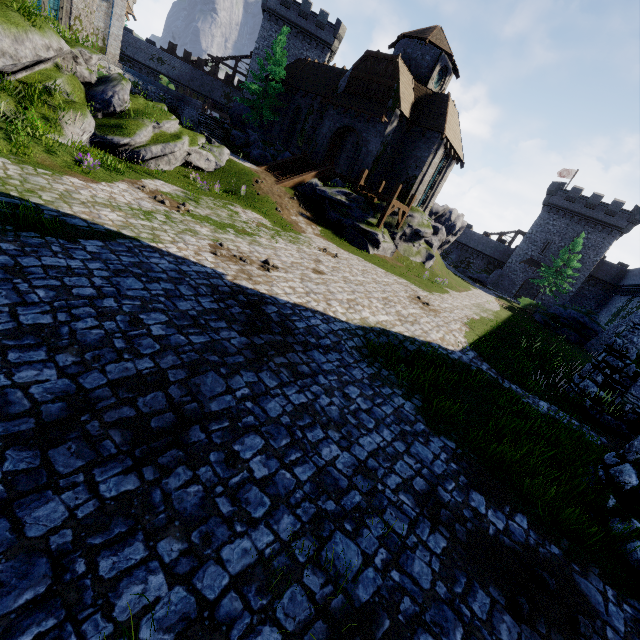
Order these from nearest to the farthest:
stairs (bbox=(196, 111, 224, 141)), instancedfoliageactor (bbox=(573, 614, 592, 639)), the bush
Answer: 1. instancedfoliageactor (bbox=(573, 614, 592, 639))
2. stairs (bbox=(196, 111, 224, 141))
3. the bush

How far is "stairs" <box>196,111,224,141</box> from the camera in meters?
27.8 m

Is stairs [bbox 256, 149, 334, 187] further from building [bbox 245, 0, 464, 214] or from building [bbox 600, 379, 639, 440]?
building [bbox 600, 379, 639, 440]

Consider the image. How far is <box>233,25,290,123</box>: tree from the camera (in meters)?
29.97

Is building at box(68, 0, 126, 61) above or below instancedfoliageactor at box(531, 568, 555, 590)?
above

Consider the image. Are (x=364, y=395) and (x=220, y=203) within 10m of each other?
no

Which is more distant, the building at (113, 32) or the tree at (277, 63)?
the tree at (277, 63)

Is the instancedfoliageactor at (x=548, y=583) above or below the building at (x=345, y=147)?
below
